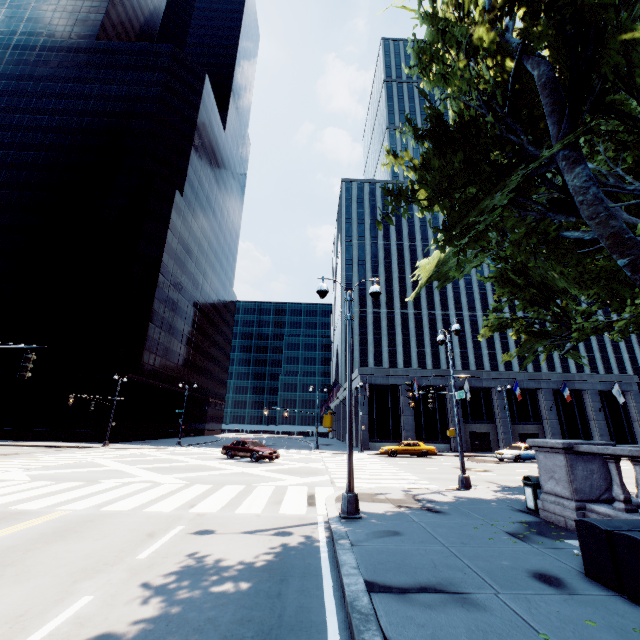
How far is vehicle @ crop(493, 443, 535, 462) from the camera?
27.9 meters

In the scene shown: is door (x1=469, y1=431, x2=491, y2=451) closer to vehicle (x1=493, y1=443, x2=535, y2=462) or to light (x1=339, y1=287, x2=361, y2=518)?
vehicle (x1=493, y1=443, x2=535, y2=462)

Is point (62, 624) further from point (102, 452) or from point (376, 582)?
point (102, 452)

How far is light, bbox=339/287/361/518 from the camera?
9.0m

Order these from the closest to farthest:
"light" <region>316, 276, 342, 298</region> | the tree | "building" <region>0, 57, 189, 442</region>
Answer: the tree < "light" <region>316, 276, 342, 298</region> < "building" <region>0, 57, 189, 442</region>

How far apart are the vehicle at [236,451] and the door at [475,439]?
26.7m

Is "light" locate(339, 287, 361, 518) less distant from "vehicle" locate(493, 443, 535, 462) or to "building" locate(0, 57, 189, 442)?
"vehicle" locate(493, 443, 535, 462)

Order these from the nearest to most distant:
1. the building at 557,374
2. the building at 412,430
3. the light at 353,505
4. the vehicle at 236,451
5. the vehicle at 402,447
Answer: the light at 353,505 → the vehicle at 236,451 → the vehicle at 402,447 → the building at 412,430 → the building at 557,374
